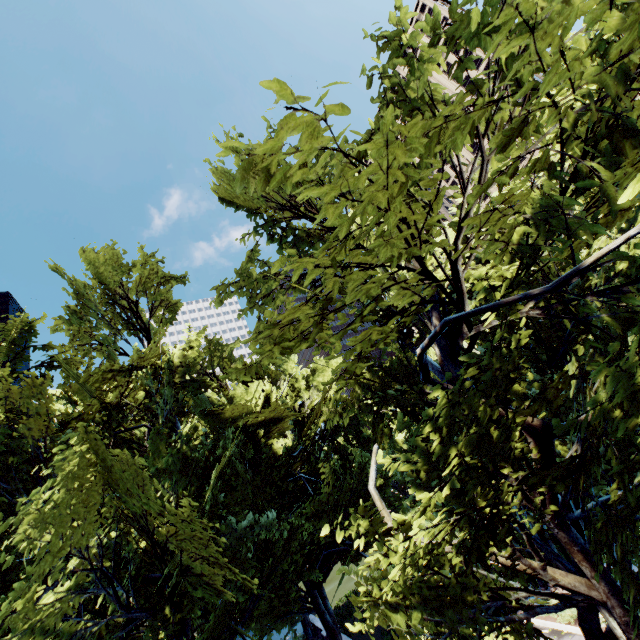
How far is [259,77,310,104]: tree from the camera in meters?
2.1 m

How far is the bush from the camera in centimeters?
1641cm

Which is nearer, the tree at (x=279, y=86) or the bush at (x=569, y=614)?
the tree at (x=279, y=86)

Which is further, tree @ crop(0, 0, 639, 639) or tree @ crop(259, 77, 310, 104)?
tree @ crop(0, 0, 639, 639)

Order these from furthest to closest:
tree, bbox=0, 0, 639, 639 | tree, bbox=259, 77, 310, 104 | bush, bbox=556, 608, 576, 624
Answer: bush, bbox=556, 608, 576, 624 < tree, bbox=0, 0, 639, 639 < tree, bbox=259, 77, 310, 104

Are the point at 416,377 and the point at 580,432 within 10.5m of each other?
yes

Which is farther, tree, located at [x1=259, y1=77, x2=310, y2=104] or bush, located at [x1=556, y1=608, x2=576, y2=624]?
bush, located at [x1=556, y1=608, x2=576, y2=624]
